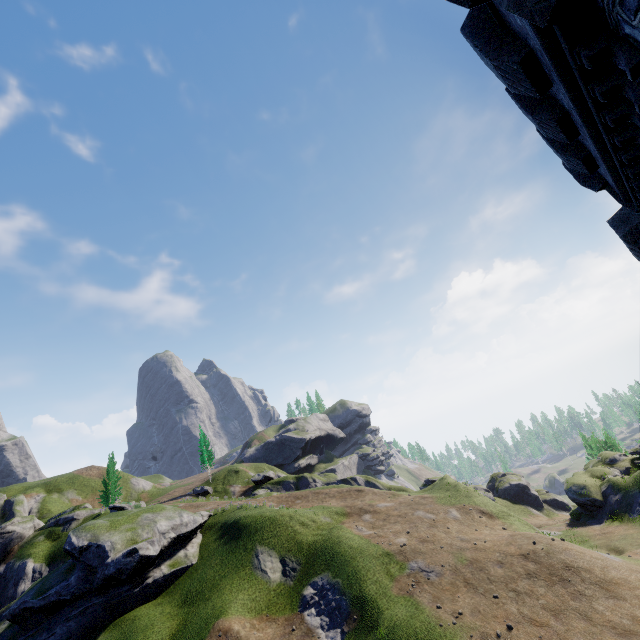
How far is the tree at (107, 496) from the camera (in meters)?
50.59

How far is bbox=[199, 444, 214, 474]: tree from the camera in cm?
5859

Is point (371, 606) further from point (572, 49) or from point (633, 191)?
point (572, 49)

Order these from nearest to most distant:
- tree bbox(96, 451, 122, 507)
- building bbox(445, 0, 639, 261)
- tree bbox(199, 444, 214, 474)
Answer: building bbox(445, 0, 639, 261), tree bbox(96, 451, 122, 507), tree bbox(199, 444, 214, 474)

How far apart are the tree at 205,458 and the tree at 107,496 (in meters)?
12.43

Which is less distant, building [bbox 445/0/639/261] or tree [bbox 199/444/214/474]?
building [bbox 445/0/639/261]

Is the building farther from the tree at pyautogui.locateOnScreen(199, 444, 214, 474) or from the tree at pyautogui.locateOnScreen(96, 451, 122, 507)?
the tree at pyautogui.locateOnScreen(199, 444, 214, 474)
